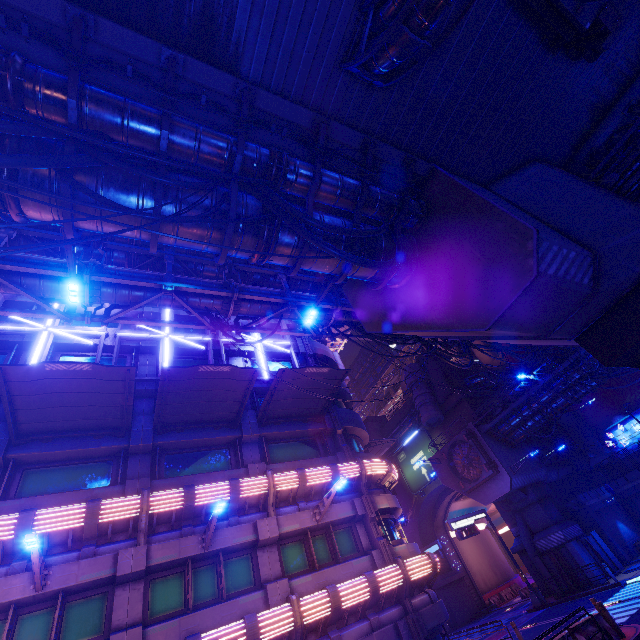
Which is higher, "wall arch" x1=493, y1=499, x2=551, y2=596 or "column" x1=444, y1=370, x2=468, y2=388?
"column" x1=444, y1=370, x2=468, y2=388

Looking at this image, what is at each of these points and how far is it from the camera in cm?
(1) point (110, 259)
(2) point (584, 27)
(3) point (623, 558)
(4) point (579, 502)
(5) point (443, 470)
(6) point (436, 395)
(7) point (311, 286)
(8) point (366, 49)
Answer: (1) walkway, 1330
(2) vent, 782
(3) column, 2620
(4) fence, 2992
(5) walkway, 3341
(6) building, 4016
(7) walkway, 1769
(8) pipe, 725

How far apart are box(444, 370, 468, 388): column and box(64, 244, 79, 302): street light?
41.4 meters

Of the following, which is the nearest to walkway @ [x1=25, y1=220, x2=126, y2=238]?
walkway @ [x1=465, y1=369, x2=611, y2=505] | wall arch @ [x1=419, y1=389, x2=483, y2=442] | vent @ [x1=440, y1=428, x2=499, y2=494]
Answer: walkway @ [x1=465, y1=369, x2=611, y2=505]

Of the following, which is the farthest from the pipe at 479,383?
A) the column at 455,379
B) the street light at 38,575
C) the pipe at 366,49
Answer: the street light at 38,575

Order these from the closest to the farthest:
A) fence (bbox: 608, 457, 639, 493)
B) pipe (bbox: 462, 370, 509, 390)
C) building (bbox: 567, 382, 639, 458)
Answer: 1. fence (bbox: 608, 457, 639, 493)
2. building (bbox: 567, 382, 639, 458)
3. pipe (bbox: 462, 370, 509, 390)

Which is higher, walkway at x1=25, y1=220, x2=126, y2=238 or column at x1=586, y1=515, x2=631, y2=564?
walkway at x1=25, y1=220, x2=126, y2=238

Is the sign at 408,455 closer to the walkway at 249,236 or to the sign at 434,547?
the sign at 434,547
